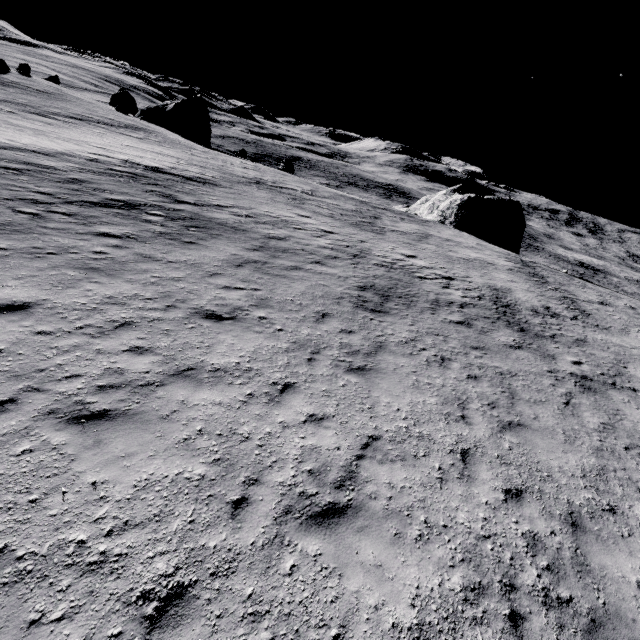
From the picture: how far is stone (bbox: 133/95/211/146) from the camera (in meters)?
48.88

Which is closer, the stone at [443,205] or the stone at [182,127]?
the stone at [443,205]

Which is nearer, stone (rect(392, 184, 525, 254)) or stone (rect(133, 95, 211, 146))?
stone (rect(392, 184, 525, 254))

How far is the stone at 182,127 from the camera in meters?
48.9 m

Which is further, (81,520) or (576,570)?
(576,570)

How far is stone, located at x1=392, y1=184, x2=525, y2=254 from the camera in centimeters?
3959cm
